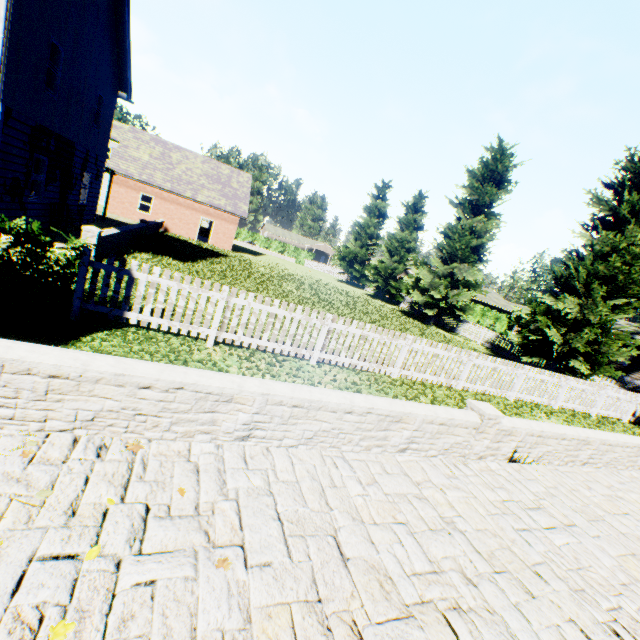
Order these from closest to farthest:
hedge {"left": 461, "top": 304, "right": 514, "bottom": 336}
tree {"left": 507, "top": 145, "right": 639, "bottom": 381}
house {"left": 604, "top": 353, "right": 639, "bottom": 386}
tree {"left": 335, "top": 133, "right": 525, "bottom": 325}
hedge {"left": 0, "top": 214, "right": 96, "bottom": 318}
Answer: hedge {"left": 0, "top": 214, "right": 96, "bottom": 318} → tree {"left": 507, "top": 145, "right": 639, "bottom": 381} → tree {"left": 335, "top": 133, "right": 525, "bottom": 325} → house {"left": 604, "top": 353, "right": 639, "bottom": 386} → hedge {"left": 461, "top": 304, "right": 514, "bottom": 336}

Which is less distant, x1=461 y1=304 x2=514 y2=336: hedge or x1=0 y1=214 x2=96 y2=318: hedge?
x1=0 y1=214 x2=96 y2=318: hedge

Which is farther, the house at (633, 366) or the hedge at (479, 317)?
the hedge at (479, 317)

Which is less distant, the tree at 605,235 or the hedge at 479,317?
the tree at 605,235

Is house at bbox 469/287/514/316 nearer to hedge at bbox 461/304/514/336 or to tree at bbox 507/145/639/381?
hedge at bbox 461/304/514/336

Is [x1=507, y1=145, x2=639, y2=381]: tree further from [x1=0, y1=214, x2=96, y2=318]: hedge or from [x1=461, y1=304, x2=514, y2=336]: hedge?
[x1=0, y1=214, x2=96, y2=318]: hedge

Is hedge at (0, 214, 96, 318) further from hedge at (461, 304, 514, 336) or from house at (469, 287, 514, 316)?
house at (469, 287, 514, 316)

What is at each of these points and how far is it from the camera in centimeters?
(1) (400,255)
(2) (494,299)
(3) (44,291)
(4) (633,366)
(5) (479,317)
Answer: (1) tree, 2969cm
(2) house, 4956cm
(3) hedge, 630cm
(4) house, 3212cm
(5) hedge, 4378cm
